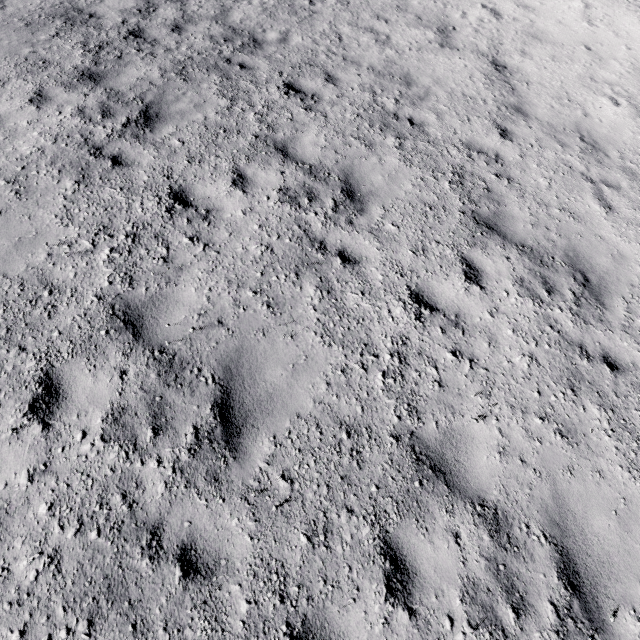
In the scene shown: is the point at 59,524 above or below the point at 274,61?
below
